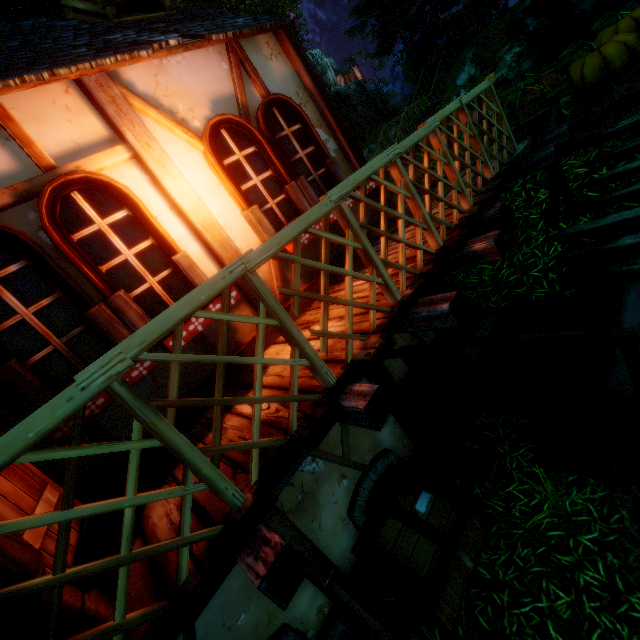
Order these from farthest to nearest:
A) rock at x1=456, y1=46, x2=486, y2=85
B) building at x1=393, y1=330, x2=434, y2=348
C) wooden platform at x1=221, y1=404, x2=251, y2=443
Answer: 1. rock at x1=456, y1=46, x2=486, y2=85
2. building at x1=393, y1=330, x2=434, y2=348
3. wooden platform at x1=221, y1=404, x2=251, y2=443

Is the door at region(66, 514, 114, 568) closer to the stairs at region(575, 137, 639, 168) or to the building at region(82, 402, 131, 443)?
the building at region(82, 402, 131, 443)

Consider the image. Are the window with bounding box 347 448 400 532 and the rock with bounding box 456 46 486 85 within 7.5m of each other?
no

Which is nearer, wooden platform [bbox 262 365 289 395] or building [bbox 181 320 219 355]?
wooden platform [bbox 262 365 289 395]

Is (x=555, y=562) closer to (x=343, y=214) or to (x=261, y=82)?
(x=343, y=214)

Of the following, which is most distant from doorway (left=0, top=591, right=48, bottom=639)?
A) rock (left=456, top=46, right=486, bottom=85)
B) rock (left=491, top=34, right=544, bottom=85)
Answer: Answer: rock (left=456, top=46, right=486, bottom=85)

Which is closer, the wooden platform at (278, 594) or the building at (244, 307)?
the wooden platform at (278, 594)

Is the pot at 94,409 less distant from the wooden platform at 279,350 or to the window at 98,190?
the window at 98,190
